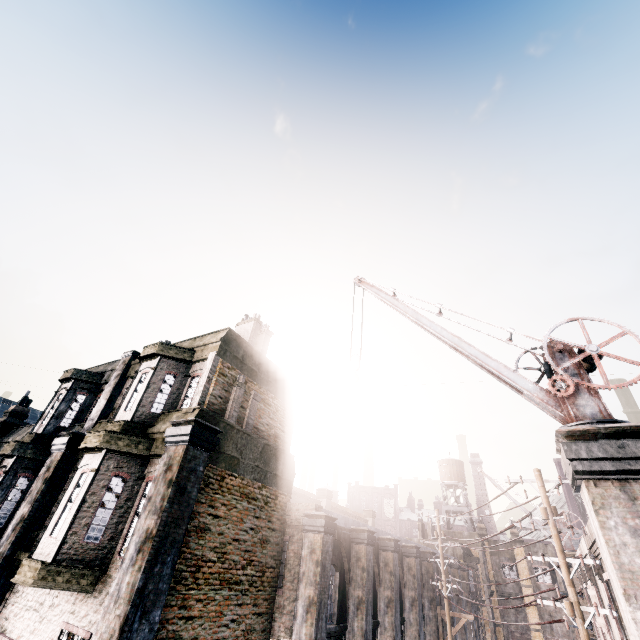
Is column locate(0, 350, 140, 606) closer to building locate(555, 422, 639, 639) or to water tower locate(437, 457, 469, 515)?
building locate(555, 422, 639, 639)

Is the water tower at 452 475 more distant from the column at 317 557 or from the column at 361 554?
the column at 317 557

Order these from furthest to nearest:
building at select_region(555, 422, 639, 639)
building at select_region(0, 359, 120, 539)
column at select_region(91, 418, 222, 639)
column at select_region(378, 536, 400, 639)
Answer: column at select_region(378, 536, 400, 639)
building at select_region(0, 359, 120, 539)
column at select_region(91, 418, 222, 639)
building at select_region(555, 422, 639, 639)

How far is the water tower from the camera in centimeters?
4197cm

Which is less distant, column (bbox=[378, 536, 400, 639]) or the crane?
the crane

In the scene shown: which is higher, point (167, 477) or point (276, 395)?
point (276, 395)

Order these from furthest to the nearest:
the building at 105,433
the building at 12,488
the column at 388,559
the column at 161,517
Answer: the column at 388,559, the building at 12,488, the building at 105,433, the column at 161,517

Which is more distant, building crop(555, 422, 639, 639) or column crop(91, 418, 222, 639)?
column crop(91, 418, 222, 639)
